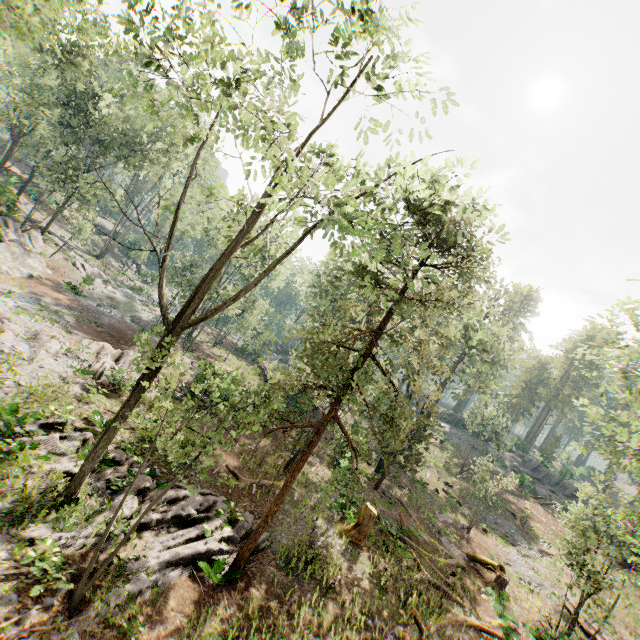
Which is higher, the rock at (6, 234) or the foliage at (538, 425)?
the foliage at (538, 425)

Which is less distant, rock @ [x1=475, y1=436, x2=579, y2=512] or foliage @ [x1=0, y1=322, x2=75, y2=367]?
foliage @ [x1=0, y1=322, x2=75, y2=367]

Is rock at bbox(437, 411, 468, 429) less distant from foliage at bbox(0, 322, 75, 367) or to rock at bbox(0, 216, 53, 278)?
foliage at bbox(0, 322, 75, 367)

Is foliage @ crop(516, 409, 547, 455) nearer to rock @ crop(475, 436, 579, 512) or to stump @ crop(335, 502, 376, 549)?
rock @ crop(475, 436, 579, 512)

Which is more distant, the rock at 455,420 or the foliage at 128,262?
the rock at 455,420

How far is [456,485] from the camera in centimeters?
3638cm

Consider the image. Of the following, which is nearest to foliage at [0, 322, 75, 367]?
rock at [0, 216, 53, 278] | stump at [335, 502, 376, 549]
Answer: rock at [0, 216, 53, 278]
